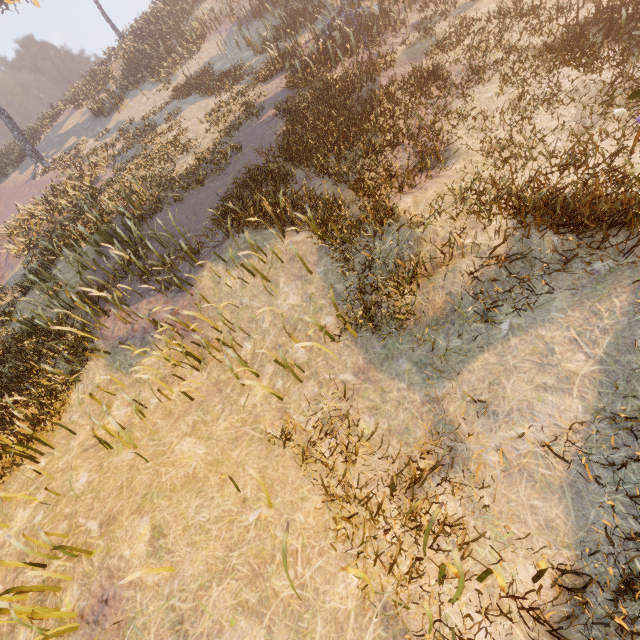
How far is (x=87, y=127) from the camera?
26.2m
